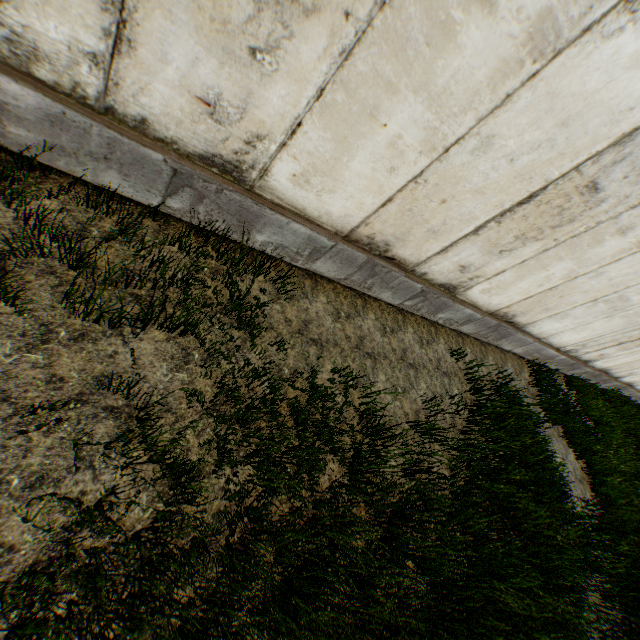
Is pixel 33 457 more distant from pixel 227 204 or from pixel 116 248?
pixel 227 204
